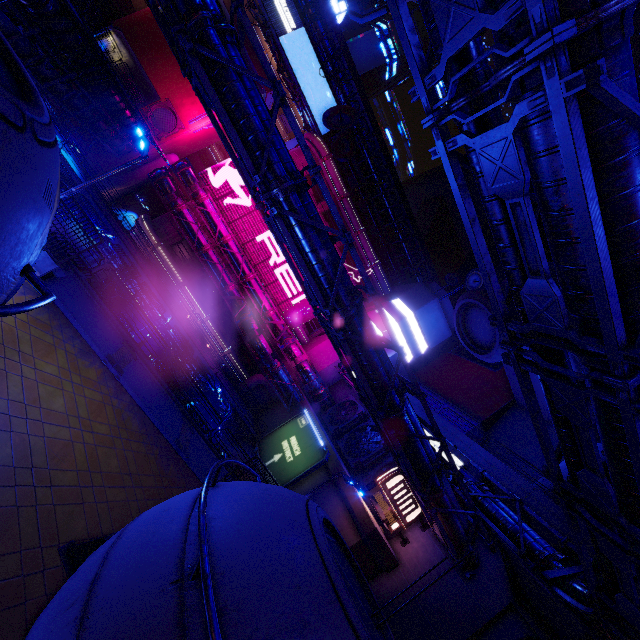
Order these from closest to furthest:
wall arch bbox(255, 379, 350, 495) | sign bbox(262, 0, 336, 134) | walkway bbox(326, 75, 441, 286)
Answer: wall arch bbox(255, 379, 350, 495), sign bbox(262, 0, 336, 134), walkway bbox(326, 75, 441, 286)

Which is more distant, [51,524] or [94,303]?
[94,303]

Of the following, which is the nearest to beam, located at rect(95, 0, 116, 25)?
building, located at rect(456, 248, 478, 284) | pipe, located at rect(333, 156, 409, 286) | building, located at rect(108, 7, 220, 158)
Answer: building, located at rect(108, 7, 220, 158)

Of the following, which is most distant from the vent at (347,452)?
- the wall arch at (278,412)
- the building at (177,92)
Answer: the building at (177,92)

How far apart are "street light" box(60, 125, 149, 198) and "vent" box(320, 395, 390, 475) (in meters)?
24.22

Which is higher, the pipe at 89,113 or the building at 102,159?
the pipe at 89,113

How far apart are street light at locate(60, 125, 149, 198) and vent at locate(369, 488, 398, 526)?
22.9 meters

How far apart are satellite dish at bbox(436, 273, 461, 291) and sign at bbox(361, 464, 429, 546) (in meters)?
29.91
